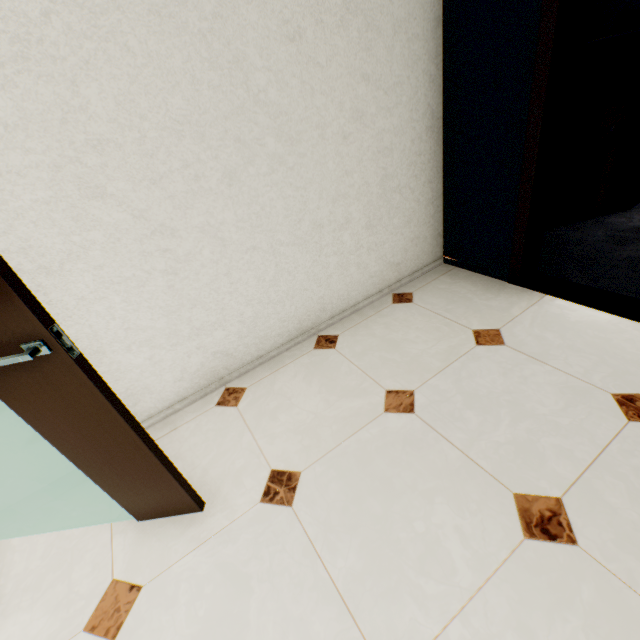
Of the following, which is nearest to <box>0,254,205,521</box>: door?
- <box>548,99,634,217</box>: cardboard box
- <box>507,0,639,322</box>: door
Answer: <box>507,0,639,322</box>: door

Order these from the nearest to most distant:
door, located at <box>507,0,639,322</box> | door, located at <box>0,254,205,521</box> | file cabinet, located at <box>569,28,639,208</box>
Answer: door, located at <box>0,254,205,521</box> < door, located at <box>507,0,639,322</box> < file cabinet, located at <box>569,28,639,208</box>

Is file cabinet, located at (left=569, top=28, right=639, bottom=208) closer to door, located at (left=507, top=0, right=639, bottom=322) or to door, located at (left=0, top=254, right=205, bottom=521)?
door, located at (left=507, top=0, right=639, bottom=322)

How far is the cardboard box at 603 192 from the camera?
2.6 meters

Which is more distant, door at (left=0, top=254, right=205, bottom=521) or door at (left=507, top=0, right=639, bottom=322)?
door at (left=507, top=0, right=639, bottom=322)

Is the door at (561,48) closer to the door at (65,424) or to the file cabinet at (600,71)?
the file cabinet at (600,71)

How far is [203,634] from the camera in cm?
112
